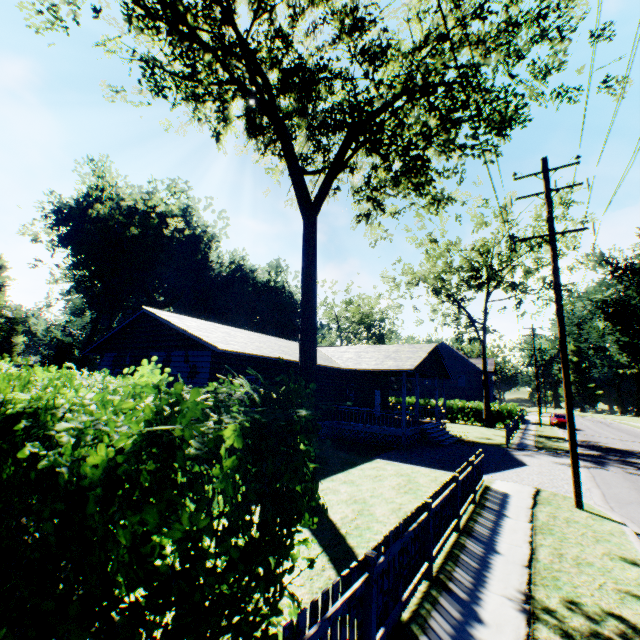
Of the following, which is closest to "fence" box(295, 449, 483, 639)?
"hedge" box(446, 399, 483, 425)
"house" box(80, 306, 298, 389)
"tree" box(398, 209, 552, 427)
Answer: "house" box(80, 306, 298, 389)

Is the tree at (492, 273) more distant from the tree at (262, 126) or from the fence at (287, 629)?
the fence at (287, 629)

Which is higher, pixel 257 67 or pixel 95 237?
pixel 95 237

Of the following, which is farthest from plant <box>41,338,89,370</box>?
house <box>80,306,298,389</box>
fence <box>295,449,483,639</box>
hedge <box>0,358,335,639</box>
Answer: fence <box>295,449,483,639</box>

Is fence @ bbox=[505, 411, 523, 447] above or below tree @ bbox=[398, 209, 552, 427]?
below

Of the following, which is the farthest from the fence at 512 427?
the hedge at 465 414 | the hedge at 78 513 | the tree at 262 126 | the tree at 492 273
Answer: the hedge at 78 513

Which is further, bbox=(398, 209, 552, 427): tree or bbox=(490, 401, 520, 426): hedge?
bbox=(490, 401, 520, 426): hedge

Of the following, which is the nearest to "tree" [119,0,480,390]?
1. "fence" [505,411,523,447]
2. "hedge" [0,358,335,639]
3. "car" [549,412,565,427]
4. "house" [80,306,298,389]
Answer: "house" [80,306,298,389]
